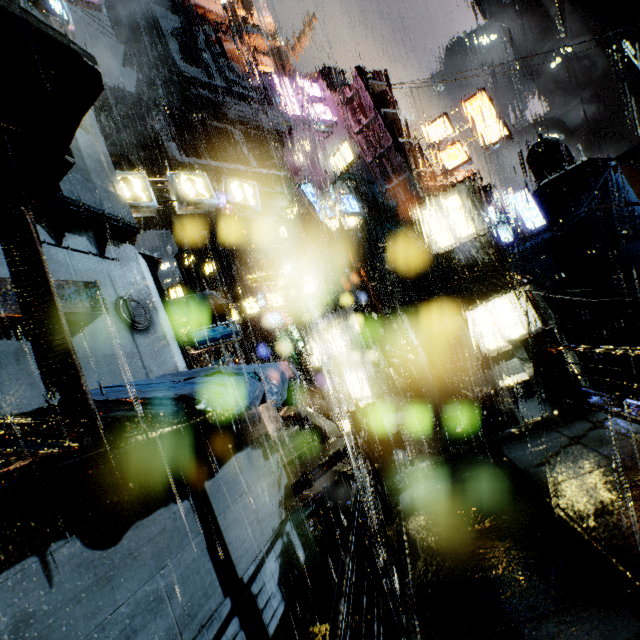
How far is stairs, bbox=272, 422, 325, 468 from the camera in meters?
18.8

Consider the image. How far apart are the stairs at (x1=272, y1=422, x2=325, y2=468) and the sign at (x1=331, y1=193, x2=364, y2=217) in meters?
12.8 m

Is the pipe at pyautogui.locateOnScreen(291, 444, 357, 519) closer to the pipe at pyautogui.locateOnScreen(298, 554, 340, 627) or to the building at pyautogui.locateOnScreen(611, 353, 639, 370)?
the building at pyautogui.locateOnScreen(611, 353, 639, 370)

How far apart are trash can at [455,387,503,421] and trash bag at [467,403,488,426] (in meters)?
0.01

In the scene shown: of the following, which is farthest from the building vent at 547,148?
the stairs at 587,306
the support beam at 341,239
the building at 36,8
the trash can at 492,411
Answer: the trash can at 492,411

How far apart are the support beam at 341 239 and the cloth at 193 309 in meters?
6.7

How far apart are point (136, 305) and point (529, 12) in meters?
78.7 m

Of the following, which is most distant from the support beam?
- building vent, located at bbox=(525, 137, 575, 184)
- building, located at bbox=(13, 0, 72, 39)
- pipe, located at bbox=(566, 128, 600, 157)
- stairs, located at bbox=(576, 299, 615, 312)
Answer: pipe, located at bbox=(566, 128, 600, 157)
